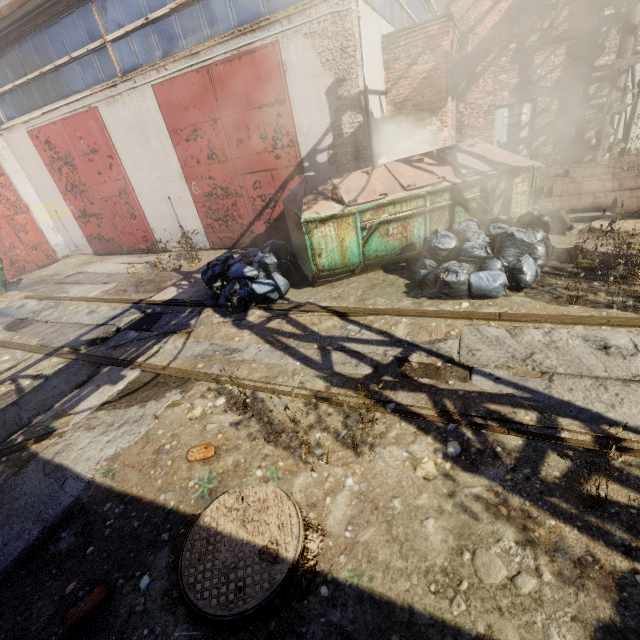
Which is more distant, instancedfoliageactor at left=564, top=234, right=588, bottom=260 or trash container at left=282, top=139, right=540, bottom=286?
trash container at left=282, top=139, right=540, bottom=286

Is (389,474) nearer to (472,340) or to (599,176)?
(472,340)

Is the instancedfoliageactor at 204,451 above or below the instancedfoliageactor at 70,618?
above

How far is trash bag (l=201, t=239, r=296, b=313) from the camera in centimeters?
565cm

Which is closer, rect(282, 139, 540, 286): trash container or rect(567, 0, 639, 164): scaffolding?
rect(282, 139, 540, 286): trash container

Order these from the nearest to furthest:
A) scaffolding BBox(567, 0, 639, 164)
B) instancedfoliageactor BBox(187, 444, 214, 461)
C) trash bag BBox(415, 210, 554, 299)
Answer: instancedfoliageactor BBox(187, 444, 214, 461), trash bag BBox(415, 210, 554, 299), scaffolding BBox(567, 0, 639, 164)

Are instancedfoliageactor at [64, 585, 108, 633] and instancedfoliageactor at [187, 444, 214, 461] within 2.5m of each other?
yes

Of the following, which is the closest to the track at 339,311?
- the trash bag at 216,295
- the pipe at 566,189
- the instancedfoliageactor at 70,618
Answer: the trash bag at 216,295
